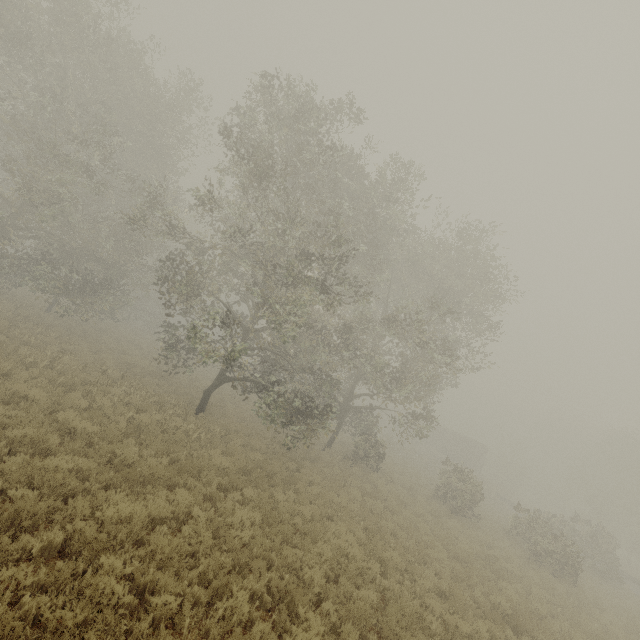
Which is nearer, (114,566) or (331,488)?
(114,566)

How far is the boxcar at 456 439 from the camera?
44.4m

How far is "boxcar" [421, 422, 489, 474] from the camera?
44.4m

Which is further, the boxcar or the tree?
the boxcar

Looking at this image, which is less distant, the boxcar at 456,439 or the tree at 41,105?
the tree at 41,105
